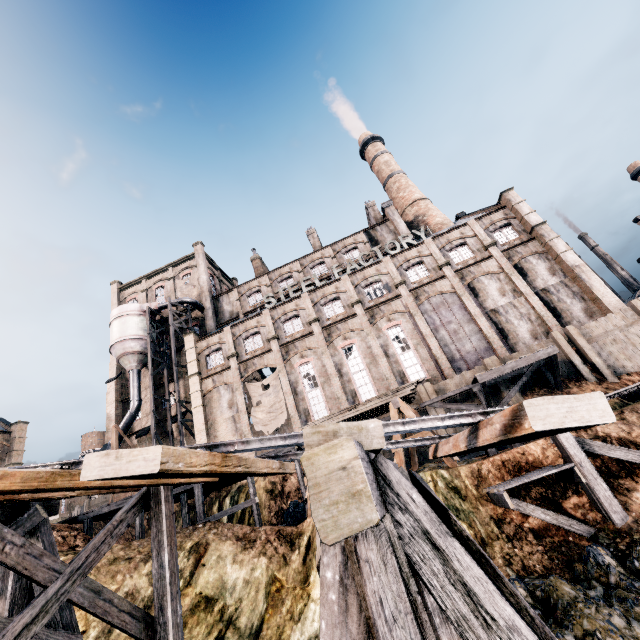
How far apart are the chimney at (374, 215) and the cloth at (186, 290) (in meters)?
25.39

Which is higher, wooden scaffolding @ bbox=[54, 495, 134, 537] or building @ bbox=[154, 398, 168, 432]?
building @ bbox=[154, 398, 168, 432]

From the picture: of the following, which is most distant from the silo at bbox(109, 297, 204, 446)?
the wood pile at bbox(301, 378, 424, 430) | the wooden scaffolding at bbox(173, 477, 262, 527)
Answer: the wood pile at bbox(301, 378, 424, 430)

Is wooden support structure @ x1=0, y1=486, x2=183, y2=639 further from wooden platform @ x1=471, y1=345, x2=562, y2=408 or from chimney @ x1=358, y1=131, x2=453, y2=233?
chimney @ x1=358, y1=131, x2=453, y2=233

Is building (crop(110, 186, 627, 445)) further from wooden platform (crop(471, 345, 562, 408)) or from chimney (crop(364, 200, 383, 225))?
wooden platform (crop(471, 345, 562, 408))

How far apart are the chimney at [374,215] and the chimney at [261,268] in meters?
16.8 m

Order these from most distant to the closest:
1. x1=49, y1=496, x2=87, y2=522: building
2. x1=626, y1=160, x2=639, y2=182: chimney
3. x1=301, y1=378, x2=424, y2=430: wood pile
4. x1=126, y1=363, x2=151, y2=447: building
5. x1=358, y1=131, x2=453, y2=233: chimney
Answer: x1=626, y1=160, x2=639, y2=182: chimney
x1=49, y1=496, x2=87, y2=522: building
x1=358, y1=131, x2=453, y2=233: chimney
x1=126, y1=363, x2=151, y2=447: building
x1=301, y1=378, x2=424, y2=430: wood pile

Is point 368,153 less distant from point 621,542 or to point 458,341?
point 458,341
